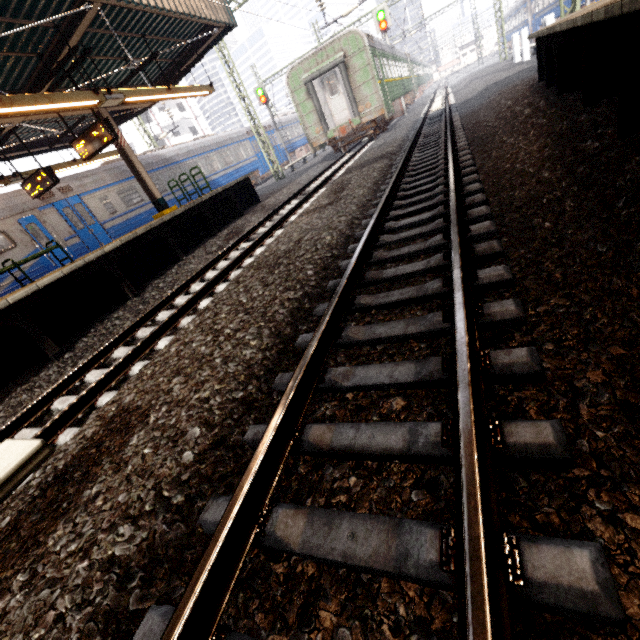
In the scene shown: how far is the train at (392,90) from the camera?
14.2 meters

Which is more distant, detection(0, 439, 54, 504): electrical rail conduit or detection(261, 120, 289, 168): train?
detection(261, 120, 289, 168): train

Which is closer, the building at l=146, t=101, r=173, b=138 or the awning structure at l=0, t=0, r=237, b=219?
the awning structure at l=0, t=0, r=237, b=219

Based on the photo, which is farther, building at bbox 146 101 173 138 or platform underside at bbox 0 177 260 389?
building at bbox 146 101 173 138

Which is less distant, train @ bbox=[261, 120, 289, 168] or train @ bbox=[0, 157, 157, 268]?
train @ bbox=[0, 157, 157, 268]

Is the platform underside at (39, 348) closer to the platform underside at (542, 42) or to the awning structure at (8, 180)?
the awning structure at (8, 180)

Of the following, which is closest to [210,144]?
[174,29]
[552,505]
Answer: [174,29]

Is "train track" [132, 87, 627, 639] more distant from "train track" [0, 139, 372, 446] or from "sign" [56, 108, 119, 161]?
"sign" [56, 108, 119, 161]
